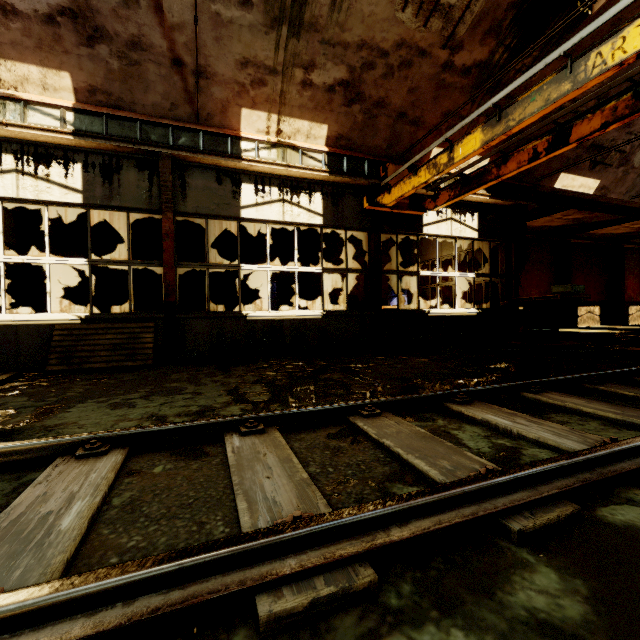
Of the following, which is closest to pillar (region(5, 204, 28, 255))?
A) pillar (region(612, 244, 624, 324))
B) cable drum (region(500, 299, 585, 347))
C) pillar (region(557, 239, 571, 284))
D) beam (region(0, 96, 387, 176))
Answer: beam (region(0, 96, 387, 176))

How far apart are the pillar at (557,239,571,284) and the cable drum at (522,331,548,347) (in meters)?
10.91

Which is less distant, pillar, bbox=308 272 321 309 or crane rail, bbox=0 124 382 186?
crane rail, bbox=0 124 382 186

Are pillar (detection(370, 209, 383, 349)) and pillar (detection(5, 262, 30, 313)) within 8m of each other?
no

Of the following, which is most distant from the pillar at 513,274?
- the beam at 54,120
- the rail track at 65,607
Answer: the rail track at 65,607

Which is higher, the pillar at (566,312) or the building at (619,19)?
the building at (619,19)

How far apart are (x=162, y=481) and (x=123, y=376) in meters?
4.1 m

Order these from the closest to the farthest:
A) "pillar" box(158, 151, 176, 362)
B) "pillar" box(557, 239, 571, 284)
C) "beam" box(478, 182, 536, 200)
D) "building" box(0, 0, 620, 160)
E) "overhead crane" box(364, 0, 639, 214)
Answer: "overhead crane" box(364, 0, 639, 214) < "building" box(0, 0, 620, 160) < "pillar" box(158, 151, 176, 362) < "beam" box(478, 182, 536, 200) < "pillar" box(557, 239, 571, 284)
